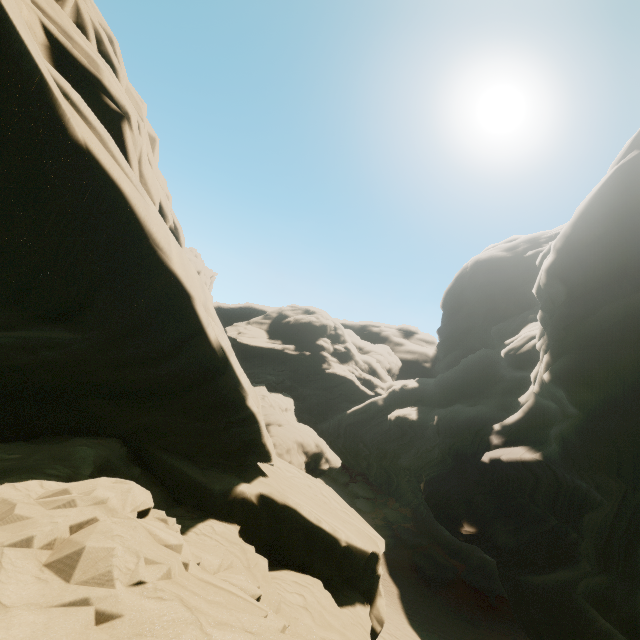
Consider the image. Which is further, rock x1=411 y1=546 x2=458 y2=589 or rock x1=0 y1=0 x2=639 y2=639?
rock x1=411 y1=546 x2=458 y2=589

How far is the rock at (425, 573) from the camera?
28.2m

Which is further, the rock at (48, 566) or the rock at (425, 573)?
the rock at (425, 573)

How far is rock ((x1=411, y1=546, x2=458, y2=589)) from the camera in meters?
28.2

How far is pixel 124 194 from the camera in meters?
6.1

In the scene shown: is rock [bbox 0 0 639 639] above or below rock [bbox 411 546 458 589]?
above
